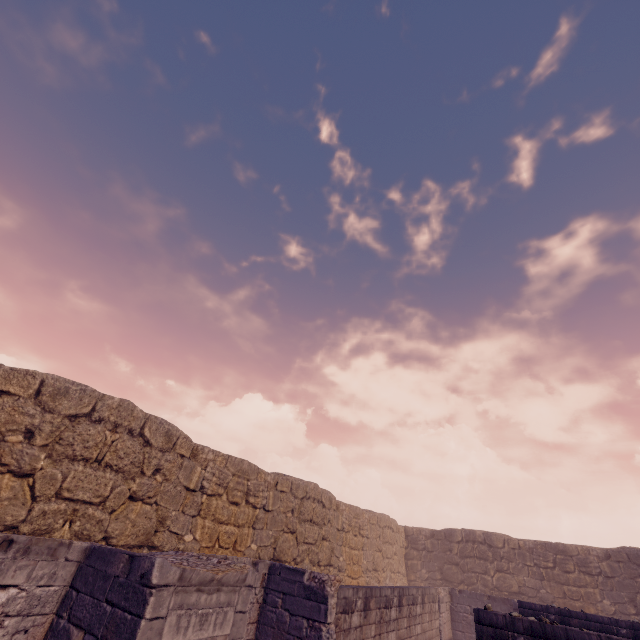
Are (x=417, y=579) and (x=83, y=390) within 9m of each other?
no
